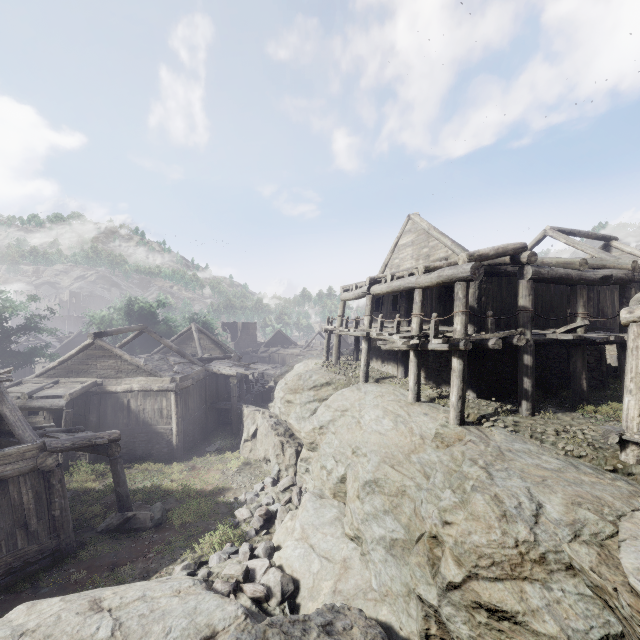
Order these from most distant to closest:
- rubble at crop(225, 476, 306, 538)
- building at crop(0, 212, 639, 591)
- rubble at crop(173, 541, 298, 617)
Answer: rubble at crop(225, 476, 306, 538) < building at crop(0, 212, 639, 591) < rubble at crop(173, 541, 298, 617)

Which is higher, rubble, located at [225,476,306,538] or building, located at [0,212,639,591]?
building, located at [0,212,639,591]

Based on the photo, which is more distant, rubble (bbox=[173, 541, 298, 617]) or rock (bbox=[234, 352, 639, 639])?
rubble (bbox=[173, 541, 298, 617])

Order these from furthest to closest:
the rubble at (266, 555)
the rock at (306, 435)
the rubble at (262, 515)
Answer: the rubble at (262, 515) → the rubble at (266, 555) → the rock at (306, 435)

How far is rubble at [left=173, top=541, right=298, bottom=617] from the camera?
7.85m

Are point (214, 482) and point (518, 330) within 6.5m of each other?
no

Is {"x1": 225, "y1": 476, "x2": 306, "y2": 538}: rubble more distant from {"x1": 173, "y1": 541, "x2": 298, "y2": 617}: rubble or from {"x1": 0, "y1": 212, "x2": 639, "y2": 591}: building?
{"x1": 0, "y1": 212, "x2": 639, "y2": 591}: building

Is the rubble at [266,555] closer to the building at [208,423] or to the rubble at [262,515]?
the rubble at [262,515]
